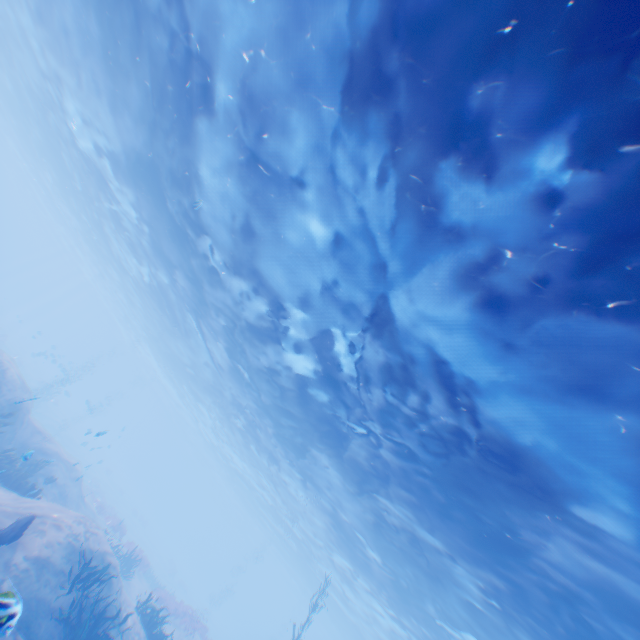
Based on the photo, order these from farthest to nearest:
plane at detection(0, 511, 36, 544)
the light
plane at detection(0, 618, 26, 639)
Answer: plane at detection(0, 511, 36, 544)
the light
plane at detection(0, 618, 26, 639)

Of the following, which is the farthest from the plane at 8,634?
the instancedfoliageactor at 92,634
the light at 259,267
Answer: the light at 259,267

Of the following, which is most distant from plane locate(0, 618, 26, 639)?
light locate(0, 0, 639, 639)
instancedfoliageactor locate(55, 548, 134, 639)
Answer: light locate(0, 0, 639, 639)

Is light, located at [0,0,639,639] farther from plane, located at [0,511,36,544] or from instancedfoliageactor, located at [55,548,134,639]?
instancedfoliageactor, located at [55,548,134,639]

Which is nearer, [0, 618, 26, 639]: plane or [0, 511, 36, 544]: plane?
[0, 618, 26, 639]: plane

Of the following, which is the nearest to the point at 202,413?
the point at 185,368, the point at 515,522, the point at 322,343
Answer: the point at 185,368

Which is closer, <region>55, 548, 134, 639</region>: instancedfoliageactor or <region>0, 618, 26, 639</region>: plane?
<region>0, 618, 26, 639</region>: plane

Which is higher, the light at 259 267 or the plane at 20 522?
the light at 259 267
